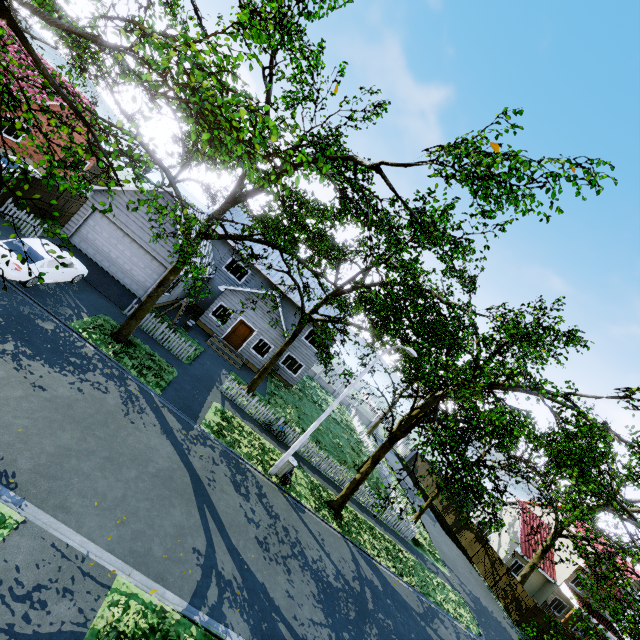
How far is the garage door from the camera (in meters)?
17.89

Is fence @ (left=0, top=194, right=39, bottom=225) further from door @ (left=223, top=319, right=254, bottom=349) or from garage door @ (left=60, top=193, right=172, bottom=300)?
door @ (left=223, top=319, right=254, bottom=349)

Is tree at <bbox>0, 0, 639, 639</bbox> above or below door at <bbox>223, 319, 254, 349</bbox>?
above

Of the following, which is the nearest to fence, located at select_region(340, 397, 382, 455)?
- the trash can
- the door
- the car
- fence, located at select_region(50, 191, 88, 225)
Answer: fence, located at select_region(50, 191, 88, 225)

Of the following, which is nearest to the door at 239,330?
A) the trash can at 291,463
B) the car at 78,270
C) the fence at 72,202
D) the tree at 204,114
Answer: the tree at 204,114

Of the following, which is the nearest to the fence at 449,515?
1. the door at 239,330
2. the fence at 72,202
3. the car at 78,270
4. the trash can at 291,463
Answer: the fence at 72,202

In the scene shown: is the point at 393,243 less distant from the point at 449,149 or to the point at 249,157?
the point at 449,149

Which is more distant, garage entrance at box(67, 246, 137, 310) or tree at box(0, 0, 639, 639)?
garage entrance at box(67, 246, 137, 310)
